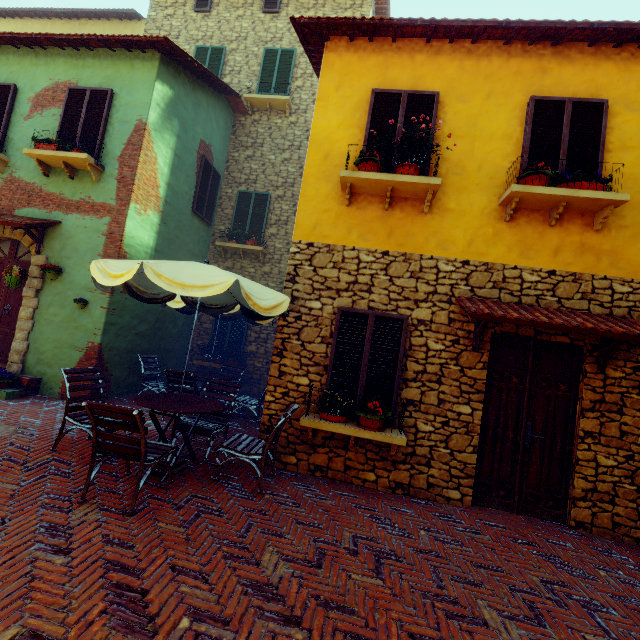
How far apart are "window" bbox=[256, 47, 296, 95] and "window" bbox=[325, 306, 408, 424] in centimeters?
891cm

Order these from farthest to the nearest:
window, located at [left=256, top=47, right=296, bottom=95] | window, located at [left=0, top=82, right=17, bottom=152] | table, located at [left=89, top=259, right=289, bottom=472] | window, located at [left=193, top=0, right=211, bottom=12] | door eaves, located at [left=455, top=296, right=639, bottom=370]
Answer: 1. window, located at [left=193, top=0, right=211, bottom=12]
2. window, located at [left=256, top=47, right=296, bottom=95]
3. window, located at [left=0, top=82, right=17, bottom=152]
4. door eaves, located at [left=455, top=296, right=639, bottom=370]
5. table, located at [left=89, top=259, right=289, bottom=472]

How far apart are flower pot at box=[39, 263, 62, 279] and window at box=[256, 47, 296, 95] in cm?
813

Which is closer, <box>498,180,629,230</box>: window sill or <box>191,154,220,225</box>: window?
<box>498,180,629,230</box>: window sill

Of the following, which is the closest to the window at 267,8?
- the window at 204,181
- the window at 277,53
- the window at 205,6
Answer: the window at 277,53

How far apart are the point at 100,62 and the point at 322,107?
5.71m

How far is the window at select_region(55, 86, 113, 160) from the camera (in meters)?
6.99

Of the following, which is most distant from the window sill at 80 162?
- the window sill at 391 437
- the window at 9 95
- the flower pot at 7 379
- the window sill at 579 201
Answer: the window sill at 579 201
